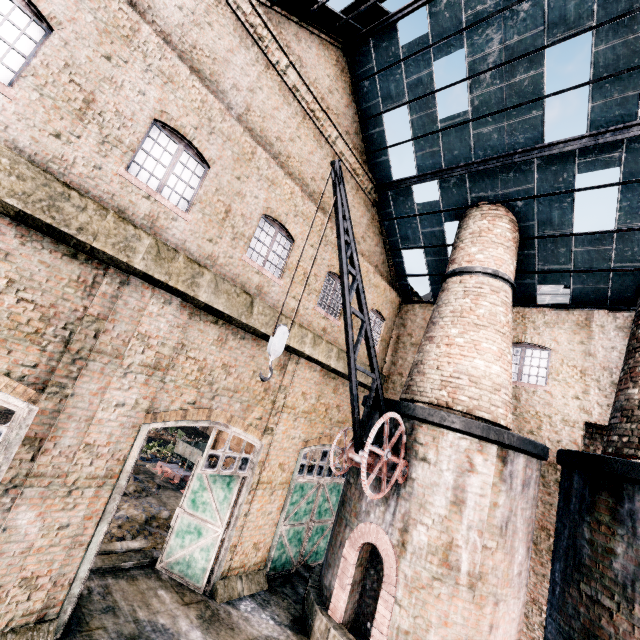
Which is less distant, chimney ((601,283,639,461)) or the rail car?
chimney ((601,283,639,461))

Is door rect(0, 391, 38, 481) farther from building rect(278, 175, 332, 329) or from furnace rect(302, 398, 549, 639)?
furnace rect(302, 398, 549, 639)

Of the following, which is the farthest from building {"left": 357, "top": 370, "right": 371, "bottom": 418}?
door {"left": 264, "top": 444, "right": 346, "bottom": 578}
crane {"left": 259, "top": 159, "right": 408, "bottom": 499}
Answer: crane {"left": 259, "top": 159, "right": 408, "bottom": 499}

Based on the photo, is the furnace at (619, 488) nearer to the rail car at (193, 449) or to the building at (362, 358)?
the building at (362, 358)

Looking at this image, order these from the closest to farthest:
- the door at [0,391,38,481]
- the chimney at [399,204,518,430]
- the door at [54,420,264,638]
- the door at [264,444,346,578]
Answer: the door at [0,391,38,481]
the door at [54,420,264,638]
the chimney at [399,204,518,430]
the door at [264,444,346,578]

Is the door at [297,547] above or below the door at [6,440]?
below

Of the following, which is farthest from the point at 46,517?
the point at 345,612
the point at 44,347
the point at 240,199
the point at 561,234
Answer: the point at 561,234

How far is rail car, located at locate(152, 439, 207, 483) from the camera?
19.0m
